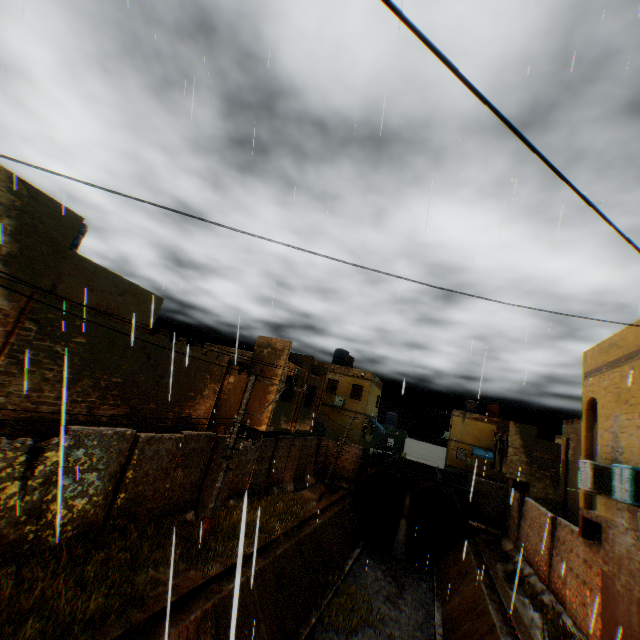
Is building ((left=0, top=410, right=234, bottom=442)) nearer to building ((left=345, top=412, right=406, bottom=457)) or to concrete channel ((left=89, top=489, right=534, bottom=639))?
concrete channel ((left=89, top=489, right=534, bottom=639))

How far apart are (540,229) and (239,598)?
13.20m

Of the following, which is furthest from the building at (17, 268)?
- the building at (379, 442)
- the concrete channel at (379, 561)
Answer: the building at (379, 442)

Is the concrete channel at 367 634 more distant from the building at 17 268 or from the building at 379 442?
the building at 379 442

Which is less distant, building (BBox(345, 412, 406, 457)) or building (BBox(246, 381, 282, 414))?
building (BBox(246, 381, 282, 414))

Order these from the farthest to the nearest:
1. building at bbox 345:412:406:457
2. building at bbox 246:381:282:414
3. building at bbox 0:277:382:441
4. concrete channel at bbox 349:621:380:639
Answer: building at bbox 345:412:406:457 < building at bbox 246:381:282:414 < concrete channel at bbox 349:621:380:639 < building at bbox 0:277:382:441

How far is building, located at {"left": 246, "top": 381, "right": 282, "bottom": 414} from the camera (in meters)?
17.08

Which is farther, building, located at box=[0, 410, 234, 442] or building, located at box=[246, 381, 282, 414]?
Result: building, located at box=[246, 381, 282, 414]
